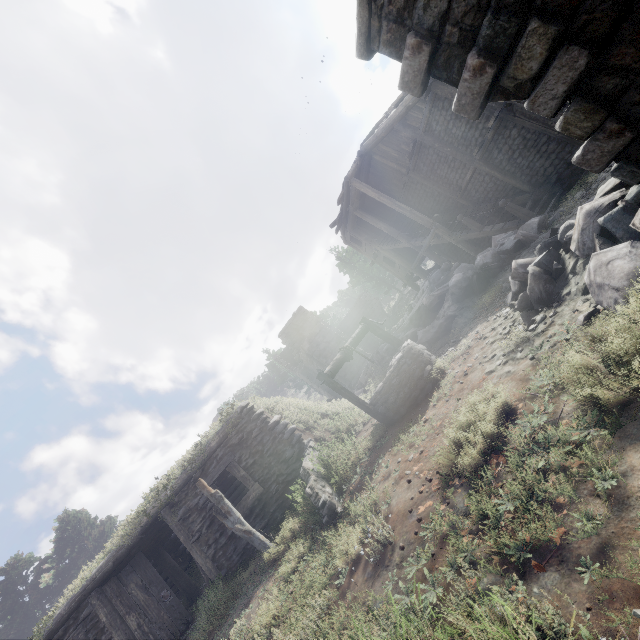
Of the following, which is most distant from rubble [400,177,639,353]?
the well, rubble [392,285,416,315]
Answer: rubble [392,285,416,315]

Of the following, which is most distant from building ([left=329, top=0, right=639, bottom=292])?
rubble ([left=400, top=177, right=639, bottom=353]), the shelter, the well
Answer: the shelter

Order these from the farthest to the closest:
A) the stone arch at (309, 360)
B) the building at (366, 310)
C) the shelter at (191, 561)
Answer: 1. the building at (366, 310)
2. the stone arch at (309, 360)
3. the shelter at (191, 561)

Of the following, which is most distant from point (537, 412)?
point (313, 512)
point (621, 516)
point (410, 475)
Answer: point (313, 512)

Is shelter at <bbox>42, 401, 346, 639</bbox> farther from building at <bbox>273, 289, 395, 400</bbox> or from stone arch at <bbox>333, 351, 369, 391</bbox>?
building at <bbox>273, 289, 395, 400</bbox>

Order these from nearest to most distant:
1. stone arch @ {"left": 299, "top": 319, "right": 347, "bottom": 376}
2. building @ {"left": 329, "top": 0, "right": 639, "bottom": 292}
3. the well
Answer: building @ {"left": 329, "top": 0, "right": 639, "bottom": 292} → the well → stone arch @ {"left": 299, "top": 319, "right": 347, "bottom": 376}

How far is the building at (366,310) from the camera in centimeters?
3275cm

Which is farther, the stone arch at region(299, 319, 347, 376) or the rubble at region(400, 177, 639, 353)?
the stone arch at region(299, 319, 347, 376)
